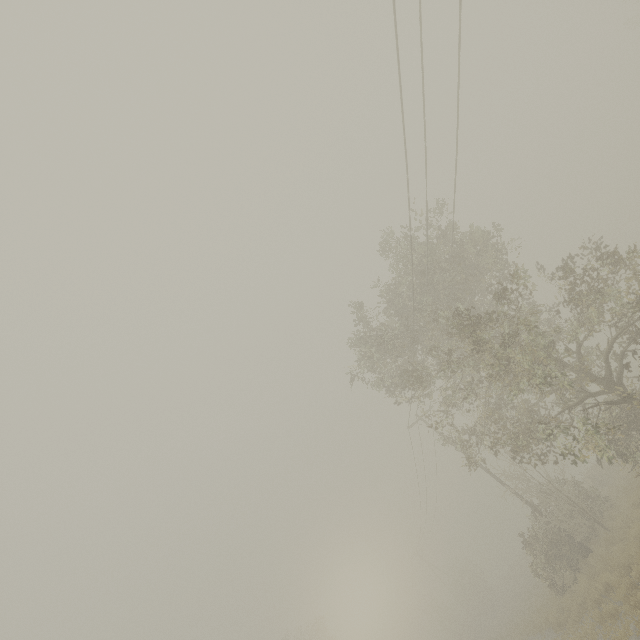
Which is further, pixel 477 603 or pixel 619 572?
pixel 477 603

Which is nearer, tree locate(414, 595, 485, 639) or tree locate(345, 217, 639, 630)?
tree locate(345, 217, 639, 630)

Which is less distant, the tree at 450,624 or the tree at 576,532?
the tree at 576,532
